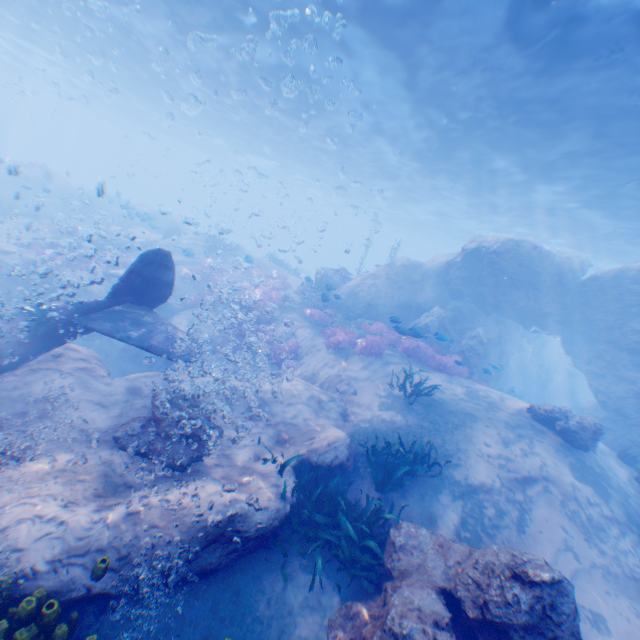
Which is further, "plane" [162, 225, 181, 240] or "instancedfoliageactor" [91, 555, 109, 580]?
"plane" [162, 225, 181, 240]

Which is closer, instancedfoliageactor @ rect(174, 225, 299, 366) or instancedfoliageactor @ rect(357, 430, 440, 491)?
instancedfoliageactor @ rect(357, 430, 440, 491)

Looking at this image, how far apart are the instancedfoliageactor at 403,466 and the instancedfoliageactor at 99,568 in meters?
5.5 m

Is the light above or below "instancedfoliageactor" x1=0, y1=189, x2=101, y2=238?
above

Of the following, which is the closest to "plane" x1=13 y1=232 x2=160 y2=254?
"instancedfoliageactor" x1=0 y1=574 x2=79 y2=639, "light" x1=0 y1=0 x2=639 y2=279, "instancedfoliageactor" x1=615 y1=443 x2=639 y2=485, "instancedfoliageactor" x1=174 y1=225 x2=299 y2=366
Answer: "instancedfoliageactor" x1=0 y1=574 x2=79 y2=639

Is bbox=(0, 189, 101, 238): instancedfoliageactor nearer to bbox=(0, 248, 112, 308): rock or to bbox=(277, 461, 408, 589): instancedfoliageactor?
bbox=(0, 248, 112, 308): rock

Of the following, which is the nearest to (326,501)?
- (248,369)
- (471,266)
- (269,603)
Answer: (269,603)

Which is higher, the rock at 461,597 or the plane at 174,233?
the plane at 174,233
